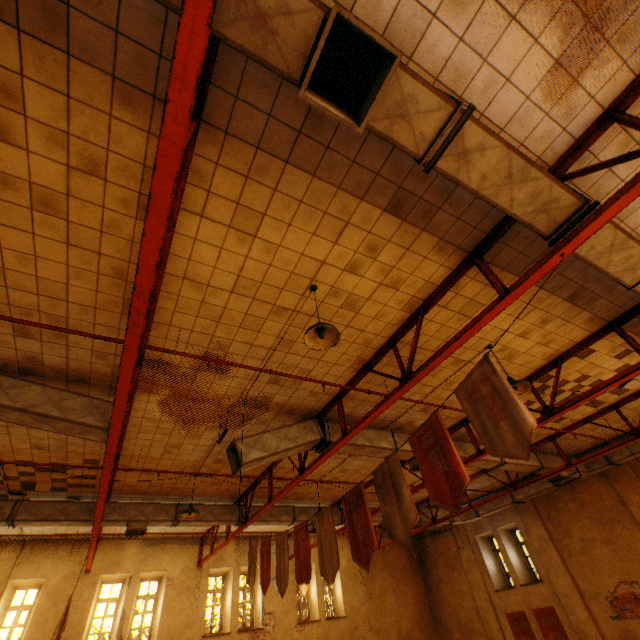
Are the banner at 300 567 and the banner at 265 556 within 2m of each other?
yes

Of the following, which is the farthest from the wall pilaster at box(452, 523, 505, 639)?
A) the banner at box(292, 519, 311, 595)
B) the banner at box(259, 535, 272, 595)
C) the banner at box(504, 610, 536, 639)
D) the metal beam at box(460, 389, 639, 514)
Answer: the banner at box(292, 519, 311, 595)

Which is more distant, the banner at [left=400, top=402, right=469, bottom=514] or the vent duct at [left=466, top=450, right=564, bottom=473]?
the vent duct at [left=466, top=450, right=564, bottom=473]

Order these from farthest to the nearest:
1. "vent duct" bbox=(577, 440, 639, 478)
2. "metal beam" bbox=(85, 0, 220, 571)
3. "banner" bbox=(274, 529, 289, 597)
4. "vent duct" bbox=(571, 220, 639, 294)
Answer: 1. "vent duct" bbox=(577, 440, 639, 478)
2. "banner" bbox=(274, 529, 289, 597)
3. "vent duct" bbox=(571, 220, 639, 294)
4. "metal beam" bbox=(85, 0, 220, 571)

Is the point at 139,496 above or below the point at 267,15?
above

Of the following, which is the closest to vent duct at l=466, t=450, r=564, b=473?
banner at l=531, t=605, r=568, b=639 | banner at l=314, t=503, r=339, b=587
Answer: banner at l=314, t=503, r=339, b=587

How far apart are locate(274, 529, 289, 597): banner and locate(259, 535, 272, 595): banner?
0.1m

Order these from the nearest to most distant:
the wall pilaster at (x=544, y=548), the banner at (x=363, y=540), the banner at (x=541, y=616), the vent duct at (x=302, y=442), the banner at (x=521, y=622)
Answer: the banner at (x=363, y=540), the vent duct at (x=302, y=442), the wall pilaster at (x=544, y=548), the banner at (x=541, y=616), the banner at (x=521, y=622)
